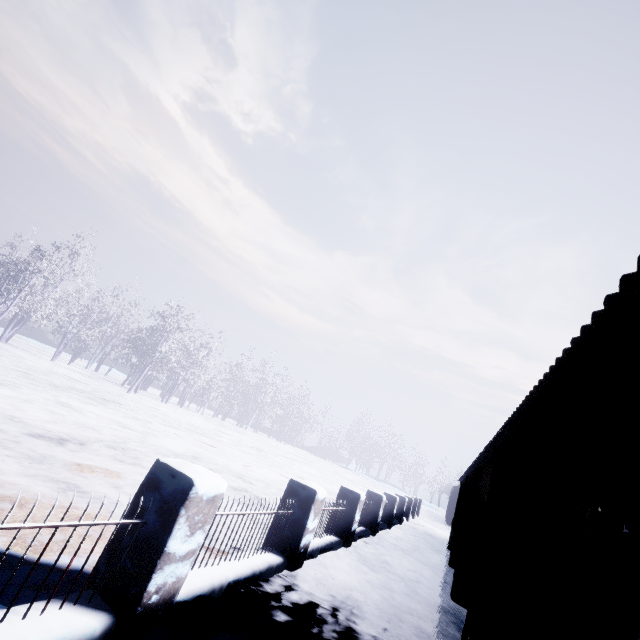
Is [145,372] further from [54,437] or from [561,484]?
[561,484]
